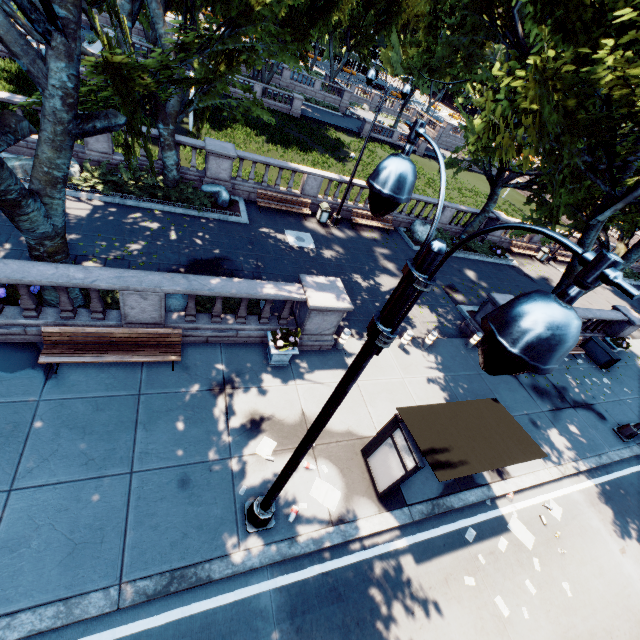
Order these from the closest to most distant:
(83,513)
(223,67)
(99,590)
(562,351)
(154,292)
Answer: (562,351) → (99,590) → (83,513) → (154,292) → (223,67)

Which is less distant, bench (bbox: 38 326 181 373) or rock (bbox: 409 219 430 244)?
bench (bbox: 38 326 181 373)

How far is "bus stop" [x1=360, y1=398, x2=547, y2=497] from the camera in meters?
6.7 m

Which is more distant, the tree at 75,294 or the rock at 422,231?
the rock at 422,231

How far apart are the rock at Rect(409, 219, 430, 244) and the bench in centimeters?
1628cm

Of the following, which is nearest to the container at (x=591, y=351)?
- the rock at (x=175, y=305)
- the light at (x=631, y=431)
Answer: the light at (x=631, y=431)

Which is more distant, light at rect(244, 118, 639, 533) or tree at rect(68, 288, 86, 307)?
tree at rect(68, 288, 86, 307)

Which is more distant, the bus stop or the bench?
the bench
